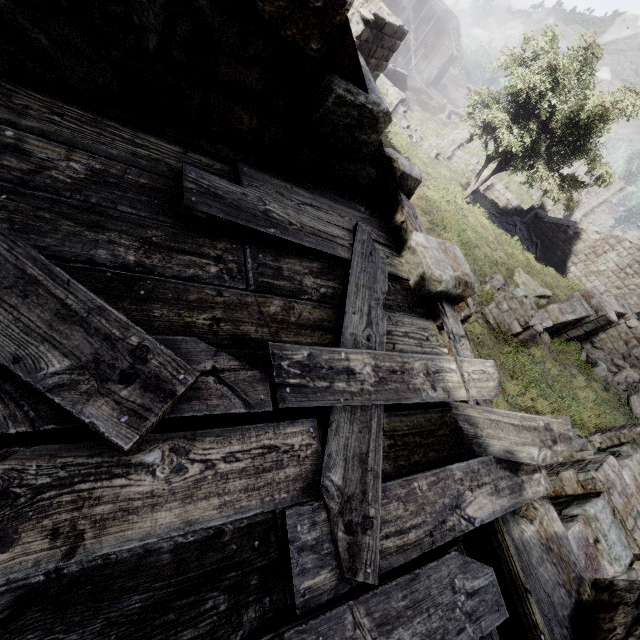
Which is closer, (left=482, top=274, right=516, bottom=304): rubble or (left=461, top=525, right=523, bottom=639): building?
(left=461, top=525, right=523, bottom=639): building

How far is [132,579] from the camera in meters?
1.1

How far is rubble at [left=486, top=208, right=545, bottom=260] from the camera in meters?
24.3

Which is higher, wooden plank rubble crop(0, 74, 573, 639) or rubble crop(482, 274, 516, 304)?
wooden plank rubble crop(0, 74, 573, 639)

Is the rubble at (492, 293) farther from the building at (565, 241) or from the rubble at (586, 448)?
the building at (565, 241)

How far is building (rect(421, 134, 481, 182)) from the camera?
27.1 meters

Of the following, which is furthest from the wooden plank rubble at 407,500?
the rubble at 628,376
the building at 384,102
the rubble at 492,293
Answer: the rubble at 628,376

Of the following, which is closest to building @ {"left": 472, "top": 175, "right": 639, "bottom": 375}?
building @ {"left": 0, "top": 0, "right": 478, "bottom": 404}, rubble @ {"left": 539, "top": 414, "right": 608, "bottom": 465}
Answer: building @ {"left": 0, "top": 0, "right": 478, "bottom": 404}
